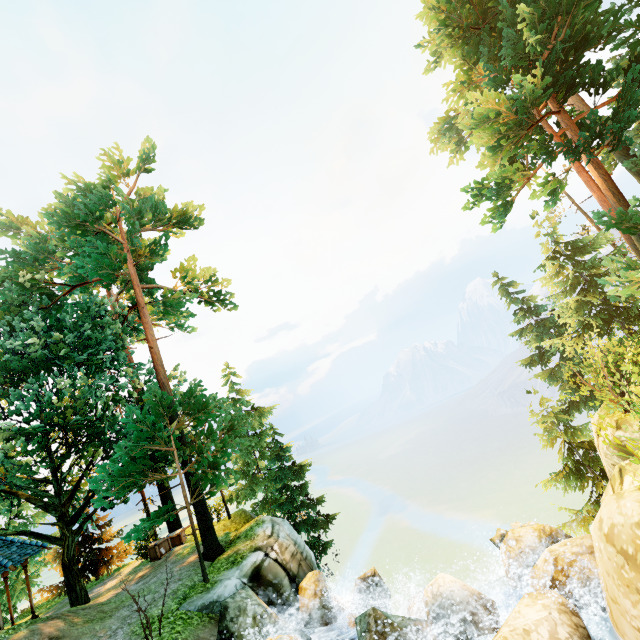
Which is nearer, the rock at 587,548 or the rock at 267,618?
the rock at 587,548

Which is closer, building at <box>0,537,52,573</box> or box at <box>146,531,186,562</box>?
building at <box>0,537,52,573</box>

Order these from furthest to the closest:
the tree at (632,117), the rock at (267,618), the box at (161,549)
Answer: the box at (161,549) → the tree at (632,117) → the rock at (267,618)

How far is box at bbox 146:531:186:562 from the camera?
16.80m

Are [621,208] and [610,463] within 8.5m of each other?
yes

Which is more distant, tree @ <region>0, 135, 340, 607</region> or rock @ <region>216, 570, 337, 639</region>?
tree @ <region>0, 135, 340, 607</region>

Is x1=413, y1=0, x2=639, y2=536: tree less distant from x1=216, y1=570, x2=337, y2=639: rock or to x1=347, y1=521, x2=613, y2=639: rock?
x1=216, y1=570, x2=337, y2=639: rock

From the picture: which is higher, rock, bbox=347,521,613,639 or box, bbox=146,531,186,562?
box, bbox=146,531,186,562
